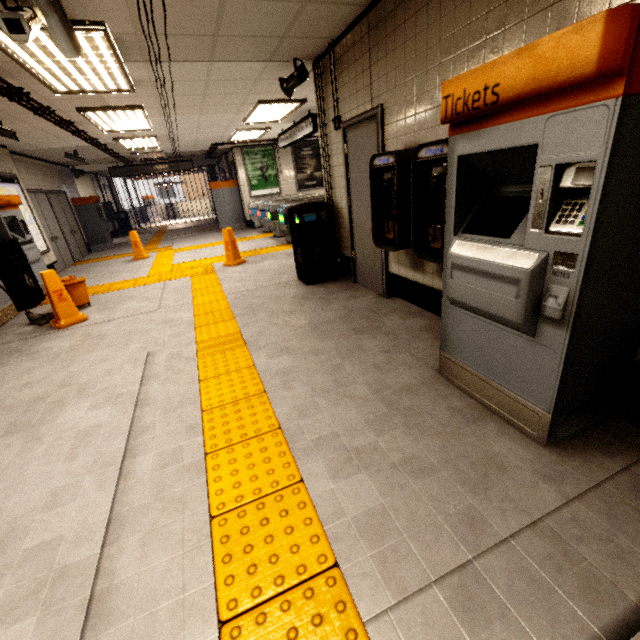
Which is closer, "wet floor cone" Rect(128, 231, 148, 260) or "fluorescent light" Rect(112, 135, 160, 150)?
"fluorescent light" Rect(112, 135, 160, 150)

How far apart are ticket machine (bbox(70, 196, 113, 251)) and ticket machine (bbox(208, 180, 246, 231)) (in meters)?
3.95

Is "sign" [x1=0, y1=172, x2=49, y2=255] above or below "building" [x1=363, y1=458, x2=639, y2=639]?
above

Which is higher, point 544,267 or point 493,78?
point 493,78

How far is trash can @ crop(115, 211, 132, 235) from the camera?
16.58m

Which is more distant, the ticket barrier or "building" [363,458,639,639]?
the ticket barrier

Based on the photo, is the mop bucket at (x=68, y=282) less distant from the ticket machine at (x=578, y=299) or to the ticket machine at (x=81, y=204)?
the ticket machine at (x=578, y=299)

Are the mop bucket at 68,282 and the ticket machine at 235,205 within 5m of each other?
no
